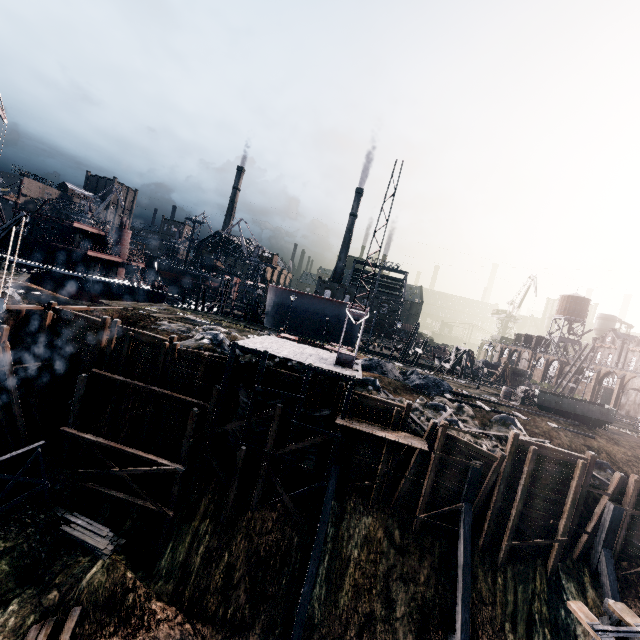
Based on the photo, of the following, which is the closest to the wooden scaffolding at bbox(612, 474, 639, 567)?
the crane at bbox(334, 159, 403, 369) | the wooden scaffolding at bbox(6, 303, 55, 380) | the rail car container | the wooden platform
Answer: the rail car container

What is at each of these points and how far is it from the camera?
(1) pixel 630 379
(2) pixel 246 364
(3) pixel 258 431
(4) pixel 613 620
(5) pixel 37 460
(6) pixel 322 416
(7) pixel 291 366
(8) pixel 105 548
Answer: (1) building, 56.7m
(2) stone debris, 24.8m
(3) cloth, 21.7m
(4) wooden support structure, 13.6m
(5) wooden support structure, 18.6m
(6) cloth, 21.5m
(7) stone debris, 26.5m
(8) wood pile, 18.0m

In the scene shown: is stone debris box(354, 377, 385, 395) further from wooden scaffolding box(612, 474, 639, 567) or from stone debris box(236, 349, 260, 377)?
stone debris box(236, 349, 260, 377)

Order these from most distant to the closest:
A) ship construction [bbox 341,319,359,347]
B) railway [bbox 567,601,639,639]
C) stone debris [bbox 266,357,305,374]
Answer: ship construction [bbox 341,319,359,347] → stone debris [bbox 266,357,305,374] → railway [bbox 567,601,639,639]

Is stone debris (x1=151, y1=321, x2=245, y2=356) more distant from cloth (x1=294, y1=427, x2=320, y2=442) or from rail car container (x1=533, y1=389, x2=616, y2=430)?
rail car container (x1=533, y1=389, x2=616, y2=430)

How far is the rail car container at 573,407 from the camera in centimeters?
2789cm

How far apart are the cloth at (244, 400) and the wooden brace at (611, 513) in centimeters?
2316cm

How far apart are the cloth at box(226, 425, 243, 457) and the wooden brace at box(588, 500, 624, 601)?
23.2 meters
